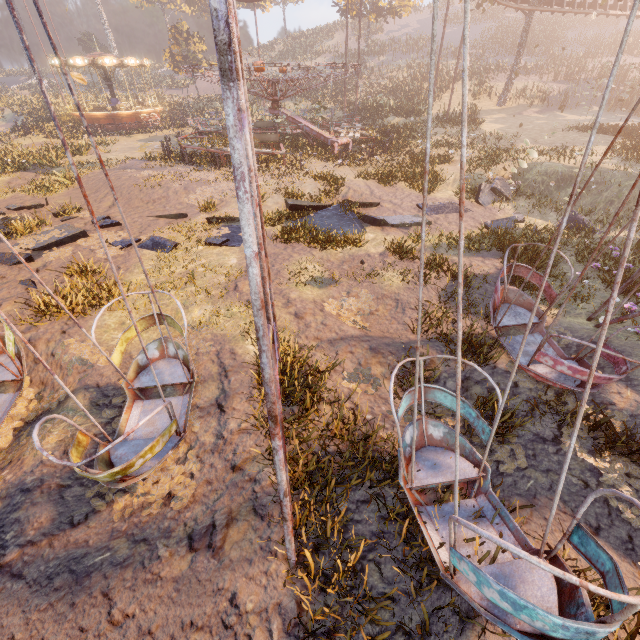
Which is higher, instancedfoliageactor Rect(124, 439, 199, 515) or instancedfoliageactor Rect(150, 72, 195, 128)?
instancedfoliageactor Rect(150, 72, 195, 128)

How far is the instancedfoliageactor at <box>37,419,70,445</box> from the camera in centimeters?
434cm

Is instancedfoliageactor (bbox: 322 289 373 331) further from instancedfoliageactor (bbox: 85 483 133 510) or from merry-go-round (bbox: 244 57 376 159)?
merry-go-round (bbox: 244 57 376 159)

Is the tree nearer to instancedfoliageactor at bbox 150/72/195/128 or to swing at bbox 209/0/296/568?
instancedfoliageactor at bbox 150/72/195/128

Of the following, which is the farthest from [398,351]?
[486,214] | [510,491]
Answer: [486,214]

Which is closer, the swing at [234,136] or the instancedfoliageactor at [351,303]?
the swing at [234,136]

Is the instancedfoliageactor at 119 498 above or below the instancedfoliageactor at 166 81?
below

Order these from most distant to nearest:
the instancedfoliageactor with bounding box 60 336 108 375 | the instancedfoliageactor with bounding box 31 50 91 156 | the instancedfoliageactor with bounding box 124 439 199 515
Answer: the instancedfoliageactor with bounding box 31 50 91 156 → the instancedfoliageactor with bounding box 60 336 108 375 → the instancedfoliageactor with bounding box 124 439 199 515
